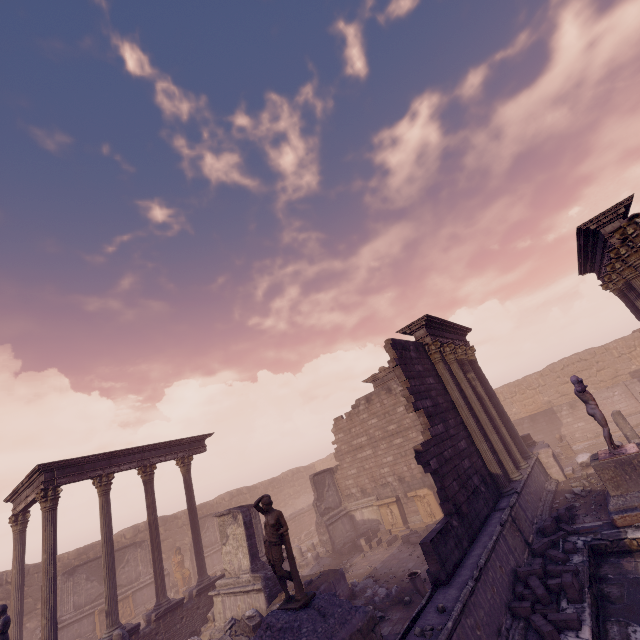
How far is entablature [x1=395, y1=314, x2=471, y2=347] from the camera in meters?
12.6 m

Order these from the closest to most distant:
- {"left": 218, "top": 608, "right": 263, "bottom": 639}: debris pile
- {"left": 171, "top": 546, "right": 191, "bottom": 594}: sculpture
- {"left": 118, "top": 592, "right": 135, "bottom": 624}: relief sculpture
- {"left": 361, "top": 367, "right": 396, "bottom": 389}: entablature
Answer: {"left": 218, "top": 608, "right": 263, "bottom": 639}: debris pile < {"left": 118, "top": 592, "right": 135, "bottom": 624}: relief sculpture < {"left": 361, "top": 367, "right": 396, "bottom": 389}: entablature < {"left": 171, "top": 546, "right": 191, "bottom": 594}: sculpture

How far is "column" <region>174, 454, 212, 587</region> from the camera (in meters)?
14.59

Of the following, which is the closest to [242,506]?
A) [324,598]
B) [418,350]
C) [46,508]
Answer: [46,508]

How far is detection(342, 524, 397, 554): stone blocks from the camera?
15.70m

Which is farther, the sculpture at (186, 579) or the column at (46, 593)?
the sculpture at (186, 579)

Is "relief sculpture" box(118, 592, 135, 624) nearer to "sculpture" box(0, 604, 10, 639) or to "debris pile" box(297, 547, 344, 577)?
"sculpture" box(0, 604, 10, 639)

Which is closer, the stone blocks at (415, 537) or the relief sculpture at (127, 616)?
the stone blocks at (415, 537)
